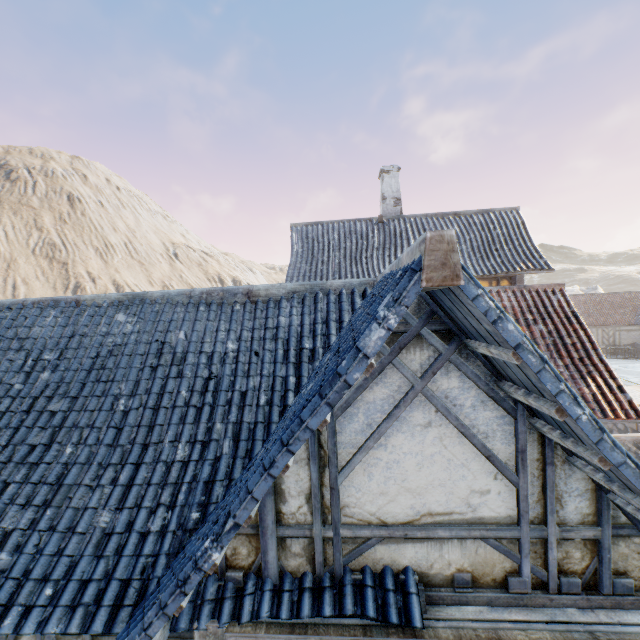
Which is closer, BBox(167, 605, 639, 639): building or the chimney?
BBox(167, 605, 639, 639): building

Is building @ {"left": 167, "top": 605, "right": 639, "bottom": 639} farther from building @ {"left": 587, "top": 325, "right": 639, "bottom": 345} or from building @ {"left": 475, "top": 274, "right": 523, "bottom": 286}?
building @ {"left": 587, "top": 325, "right": 639, "bottom": 345}

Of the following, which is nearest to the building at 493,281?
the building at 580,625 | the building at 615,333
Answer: the building at 580,625

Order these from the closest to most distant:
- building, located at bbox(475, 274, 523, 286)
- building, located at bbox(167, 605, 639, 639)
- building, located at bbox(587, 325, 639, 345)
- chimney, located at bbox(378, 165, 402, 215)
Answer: building, located at bbox(167, 605, 639, 639) → building, located at bbox(475, 274, 523, 286) → chimney, located at bbox(378, 165, 402, 215) → building, located at bbox(587, 325, 639, 345)

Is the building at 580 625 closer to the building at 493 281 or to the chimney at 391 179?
the building at 493 281

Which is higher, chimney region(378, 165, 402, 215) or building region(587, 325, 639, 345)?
chimney region(378, 165, 402, 215)

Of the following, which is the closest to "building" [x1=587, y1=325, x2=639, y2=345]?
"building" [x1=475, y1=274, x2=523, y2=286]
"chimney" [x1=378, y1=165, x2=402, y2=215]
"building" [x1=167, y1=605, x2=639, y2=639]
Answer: "building" [x1=475, y1=274, x2=523, y2=286]

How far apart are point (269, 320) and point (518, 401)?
3.25m
